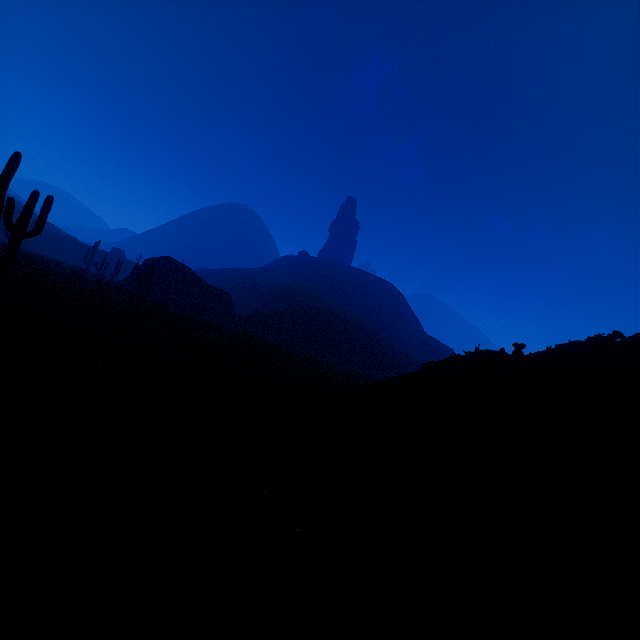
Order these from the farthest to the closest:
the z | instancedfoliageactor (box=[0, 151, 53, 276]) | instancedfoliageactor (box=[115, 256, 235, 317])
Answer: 1. instancedfoliageactor (box=[115, 256, 235, 317])
2. instancedfoliageactor (box=[0, 151, 53, 276])
3. the z

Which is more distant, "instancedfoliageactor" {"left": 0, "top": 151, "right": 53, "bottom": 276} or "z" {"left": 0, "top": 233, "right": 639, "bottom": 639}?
"instancedfoliageactor" {"left": 0, "top": 151, "right": 53, "bottom": 276}

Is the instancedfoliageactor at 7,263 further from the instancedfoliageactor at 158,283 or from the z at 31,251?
the instancedfoliageactor at 158,283

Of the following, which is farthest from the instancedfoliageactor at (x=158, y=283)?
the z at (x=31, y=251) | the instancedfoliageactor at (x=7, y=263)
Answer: the instancedfoliageactor at (x=7, y=263)

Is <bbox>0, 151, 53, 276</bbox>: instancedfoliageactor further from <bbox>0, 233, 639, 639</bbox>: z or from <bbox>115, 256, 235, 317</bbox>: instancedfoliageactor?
<bbox>115, 256, 235, 317</bbox>: instancedfoliageactor

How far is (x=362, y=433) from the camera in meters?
5.6

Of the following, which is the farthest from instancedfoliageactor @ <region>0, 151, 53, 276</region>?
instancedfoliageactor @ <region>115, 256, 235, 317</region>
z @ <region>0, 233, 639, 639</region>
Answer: instancedfoliageactor @ <region>115, 256, 235, 317</region>
